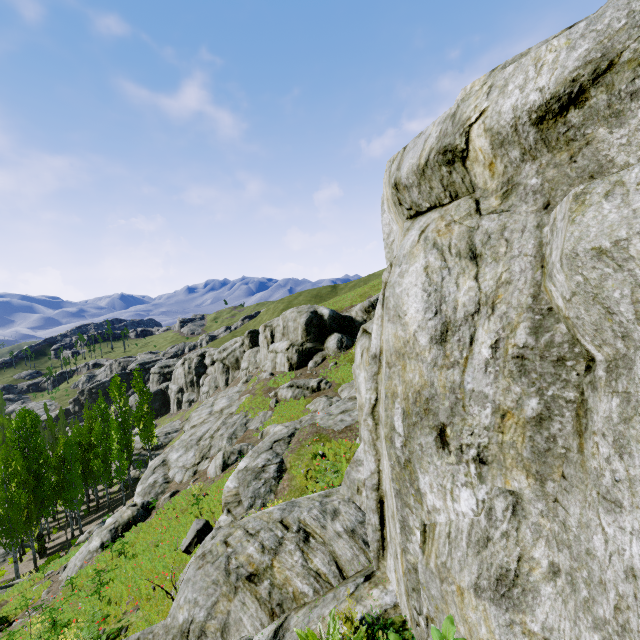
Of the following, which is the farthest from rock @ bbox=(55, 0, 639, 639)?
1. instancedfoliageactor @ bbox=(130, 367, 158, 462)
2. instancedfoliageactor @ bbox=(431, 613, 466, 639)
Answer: instancedfoliageactor @ bbox=(431, 613, 466, 639)

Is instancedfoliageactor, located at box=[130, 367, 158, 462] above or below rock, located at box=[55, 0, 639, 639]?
below

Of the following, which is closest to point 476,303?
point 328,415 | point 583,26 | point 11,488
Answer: point 583,26

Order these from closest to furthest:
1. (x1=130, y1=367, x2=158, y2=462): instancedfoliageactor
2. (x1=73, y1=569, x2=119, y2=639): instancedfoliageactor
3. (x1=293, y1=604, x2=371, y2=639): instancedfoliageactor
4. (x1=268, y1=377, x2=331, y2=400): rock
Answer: (x1=293, y1=604, x2=371, y2=639): instancedfoliageactor → (x1=73, y1=569, x2=119, y2=639): instancedfoliageactor → (x1=268, y1=377, x2=331, y2=400): rock → (x1=130, y1=367, x2=158, y2=462): instancedfoliageactor

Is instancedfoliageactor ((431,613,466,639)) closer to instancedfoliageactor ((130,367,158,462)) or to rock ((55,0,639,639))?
rock ((55,0,639,639))

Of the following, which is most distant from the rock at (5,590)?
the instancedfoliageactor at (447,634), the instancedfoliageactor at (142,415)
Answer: the instancedfoliageactor at (447,634)
